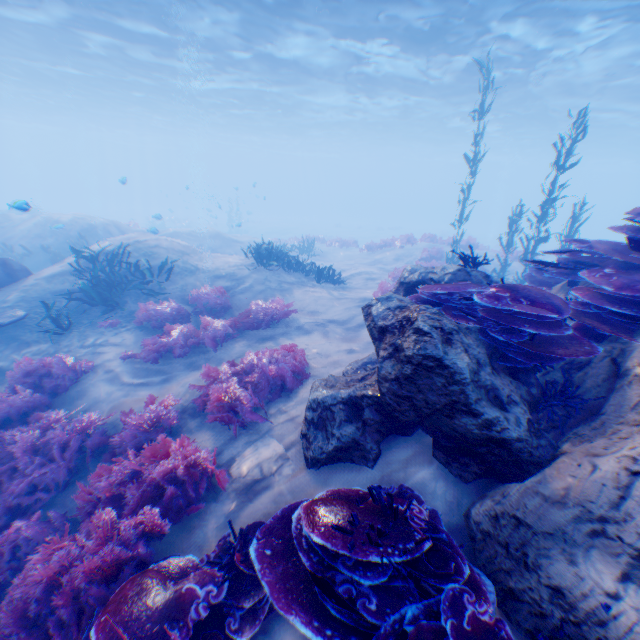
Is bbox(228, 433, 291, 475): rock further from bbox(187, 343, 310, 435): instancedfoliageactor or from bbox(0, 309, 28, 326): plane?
bbox(0, 309, 28, 326): plane

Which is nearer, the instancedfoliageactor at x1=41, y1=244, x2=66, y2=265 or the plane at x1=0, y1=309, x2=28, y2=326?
the plane at x1=0, y1=309, x2=28, y2=326

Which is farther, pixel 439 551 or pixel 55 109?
pixel 55 109

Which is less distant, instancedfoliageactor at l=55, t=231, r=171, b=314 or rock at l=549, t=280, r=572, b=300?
rock at l=549, t=280, r=572, b=300

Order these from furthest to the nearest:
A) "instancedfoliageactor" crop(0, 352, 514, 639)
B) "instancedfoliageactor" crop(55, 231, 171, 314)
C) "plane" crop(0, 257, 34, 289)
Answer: "plane" crop(0, 257, 34, 289), "instancedfoliageactor" crop(55, 231, 171, 314), "instancedfoliageactor" crop(0, 352, 514, 639)

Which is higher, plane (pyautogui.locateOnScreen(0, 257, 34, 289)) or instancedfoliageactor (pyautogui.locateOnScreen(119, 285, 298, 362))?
plane (pyautogui.locateOnScreen(0, 257, 34, 289))

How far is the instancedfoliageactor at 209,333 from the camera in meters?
7.6 m

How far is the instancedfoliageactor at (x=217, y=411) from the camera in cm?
546
